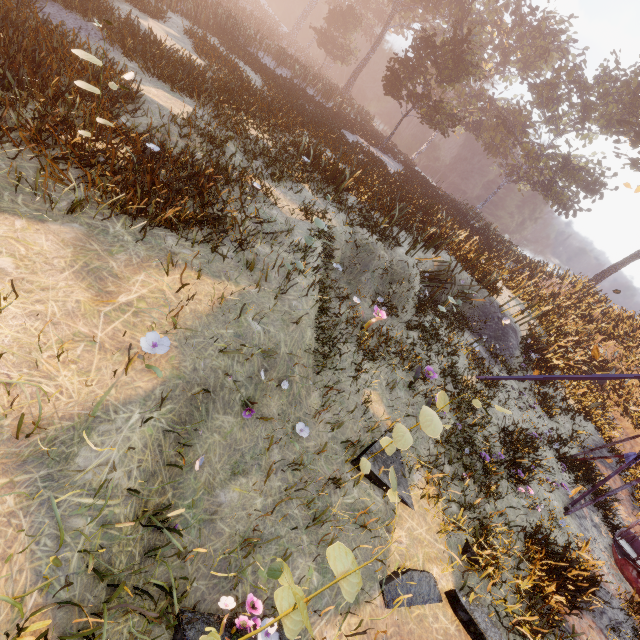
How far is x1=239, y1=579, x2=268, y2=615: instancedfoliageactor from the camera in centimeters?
271cm

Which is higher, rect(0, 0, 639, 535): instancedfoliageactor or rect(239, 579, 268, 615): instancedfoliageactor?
rect(0, 0, 639, 535): instancedfoliageactor

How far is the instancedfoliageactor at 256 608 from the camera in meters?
2.7

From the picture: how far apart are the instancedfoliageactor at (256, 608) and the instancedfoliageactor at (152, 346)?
2.09m

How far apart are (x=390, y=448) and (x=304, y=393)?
1.5m

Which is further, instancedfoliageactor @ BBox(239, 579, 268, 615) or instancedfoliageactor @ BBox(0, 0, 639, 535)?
instancedfoliageactor @ BBox(0, 0, 639, 535)

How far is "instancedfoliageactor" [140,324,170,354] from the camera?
2.82m

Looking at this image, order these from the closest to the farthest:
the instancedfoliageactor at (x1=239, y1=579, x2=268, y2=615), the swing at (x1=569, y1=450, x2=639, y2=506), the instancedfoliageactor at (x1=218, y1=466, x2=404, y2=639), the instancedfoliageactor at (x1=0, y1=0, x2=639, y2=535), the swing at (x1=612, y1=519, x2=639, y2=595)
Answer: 1. the instancedfoliageactor at (x1=218, y1=466, x2=404, y2=639)
2. the instancedfoliageactor at (x1=239, y1=579, x2=268, y2=615)
3. the instancedfoliageactor at (x1=0, y1=0, x2=639, y2=535)
4. the swing at (x1=612, y1=519, x2=639, y2=595)
5. the swing at (x1=569, y1=450, x2=639, y2=506)
